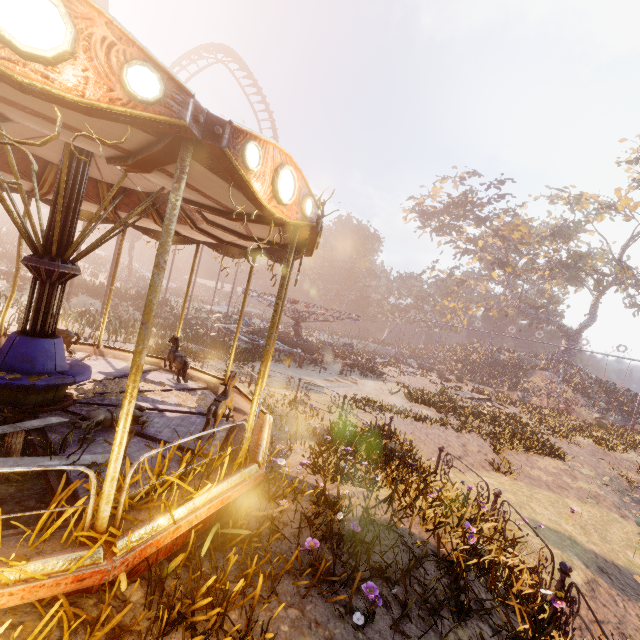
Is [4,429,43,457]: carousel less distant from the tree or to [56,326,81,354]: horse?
[56,326,81,354]: horse

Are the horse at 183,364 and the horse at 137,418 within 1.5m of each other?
no

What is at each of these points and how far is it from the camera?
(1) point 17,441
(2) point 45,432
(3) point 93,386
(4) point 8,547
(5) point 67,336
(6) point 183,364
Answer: (1) carousel, 5.0m
(2) carousel, 4.2m
(3) instancedfoliageactor, 6.1m
(4) carousel, 2.4m
(5) horse, 7.5m
(6) horse, 7.4m

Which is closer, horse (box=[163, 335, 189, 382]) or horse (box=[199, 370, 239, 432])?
horse (box=[199, 370, 239, 432])

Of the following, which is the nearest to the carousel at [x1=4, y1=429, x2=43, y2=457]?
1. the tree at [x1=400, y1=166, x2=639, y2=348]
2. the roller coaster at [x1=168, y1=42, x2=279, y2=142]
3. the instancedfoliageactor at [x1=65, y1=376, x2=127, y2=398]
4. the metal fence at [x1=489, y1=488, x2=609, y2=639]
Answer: the instancedfoliageactor at [x1=65, y1=376, x2=127, y2=398]

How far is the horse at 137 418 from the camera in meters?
4.6

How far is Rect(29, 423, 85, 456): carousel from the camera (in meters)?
3.87

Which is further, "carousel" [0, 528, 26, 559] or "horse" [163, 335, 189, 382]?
"horse" [163, 335, 189, 382]
